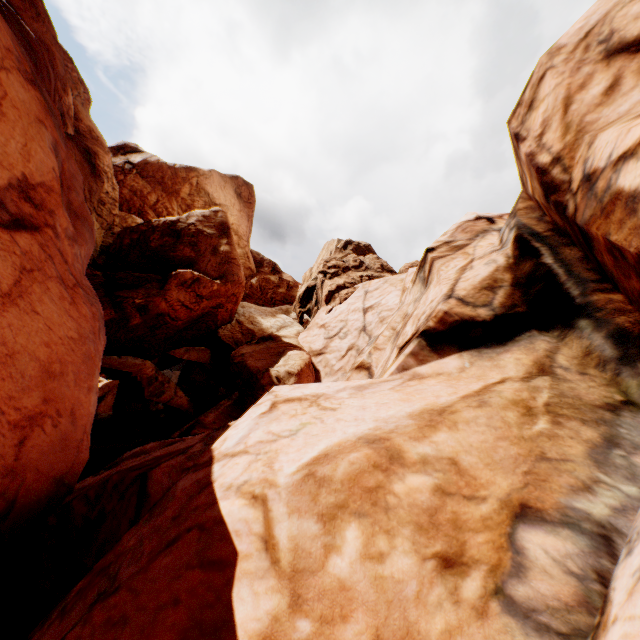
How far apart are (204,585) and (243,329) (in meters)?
27.93
